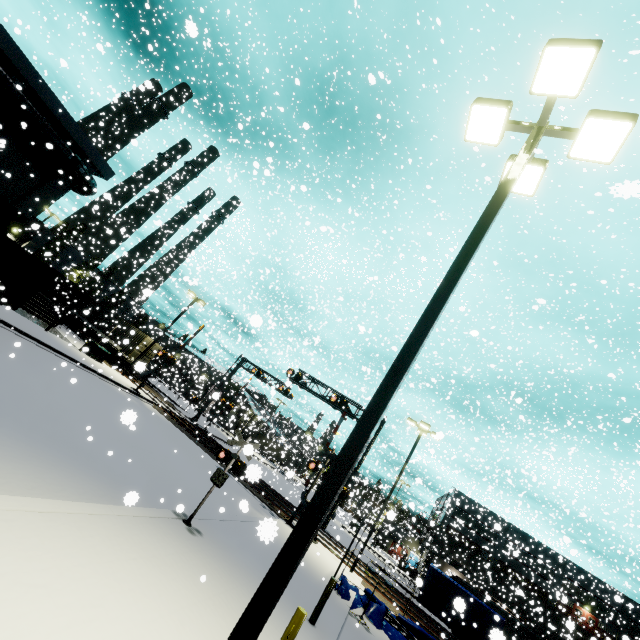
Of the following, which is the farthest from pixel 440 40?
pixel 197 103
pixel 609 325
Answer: pixel 609 325

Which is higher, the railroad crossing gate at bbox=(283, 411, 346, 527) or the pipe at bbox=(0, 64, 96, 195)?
the pipe at bbox=(0, 64, 96, 195)

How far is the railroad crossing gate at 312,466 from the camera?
19.33m

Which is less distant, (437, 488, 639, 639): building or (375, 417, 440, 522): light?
(375, 417, 440, 522): light

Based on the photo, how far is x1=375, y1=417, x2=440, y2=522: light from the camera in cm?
2017

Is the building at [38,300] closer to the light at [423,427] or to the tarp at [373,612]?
the tarp at [373,612]

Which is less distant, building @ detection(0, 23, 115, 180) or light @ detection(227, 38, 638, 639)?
light @ detection(227, 38, 638, 639)

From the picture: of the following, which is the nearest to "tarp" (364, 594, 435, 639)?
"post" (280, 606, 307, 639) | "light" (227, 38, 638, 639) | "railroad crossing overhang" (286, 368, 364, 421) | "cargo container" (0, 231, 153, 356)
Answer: "railroad crossing overhang" (286, 368, 364, 421)
